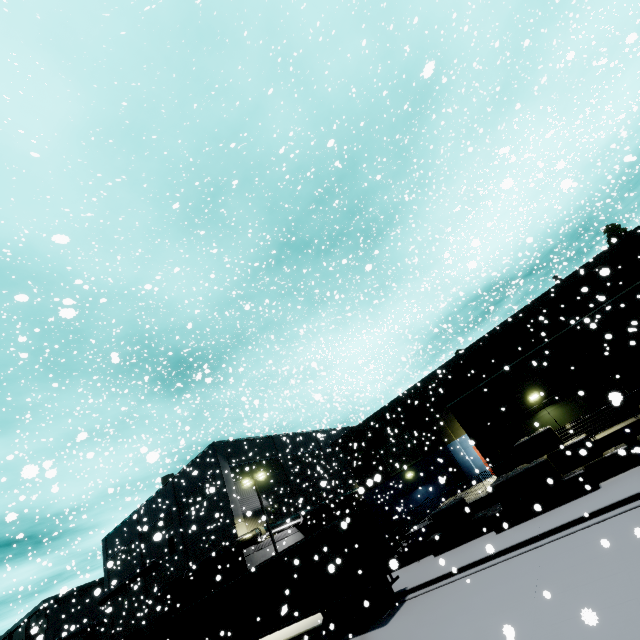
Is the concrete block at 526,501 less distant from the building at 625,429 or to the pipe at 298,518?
the building at 625,429

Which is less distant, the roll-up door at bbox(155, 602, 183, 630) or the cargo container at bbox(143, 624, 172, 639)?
the cargo container at bbox(143, 624, 172, 639)

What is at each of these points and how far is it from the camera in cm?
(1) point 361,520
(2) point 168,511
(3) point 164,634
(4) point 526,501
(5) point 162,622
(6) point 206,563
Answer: (1) semi trailer, 1686
(2) building, 3378
(3) cargo container, 2311
(4) concrete block, 1493
(5) roll-up door, 3119
(6) pipe, 2666

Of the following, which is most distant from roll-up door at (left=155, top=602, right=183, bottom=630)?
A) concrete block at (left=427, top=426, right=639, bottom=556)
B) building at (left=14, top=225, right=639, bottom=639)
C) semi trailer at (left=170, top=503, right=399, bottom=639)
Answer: concrete block at (left=427, top=426, right=639, bottom=556)

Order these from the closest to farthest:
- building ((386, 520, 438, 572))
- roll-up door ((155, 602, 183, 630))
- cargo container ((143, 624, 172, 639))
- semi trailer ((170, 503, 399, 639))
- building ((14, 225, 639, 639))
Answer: semi trailer ((170, 503, 399, 639)) → building ((14, 225, 639, 639)) → building ((386, 520, 438, 572)) → cargo container ((143, 624, 172, 639)) → roll-up door ((155, 602, 183, 630))

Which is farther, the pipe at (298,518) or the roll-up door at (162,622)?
the roll-up door at (162,622)

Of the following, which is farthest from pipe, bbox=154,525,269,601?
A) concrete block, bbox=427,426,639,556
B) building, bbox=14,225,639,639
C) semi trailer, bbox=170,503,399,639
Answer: concrete block, bbox=427,426,639,556

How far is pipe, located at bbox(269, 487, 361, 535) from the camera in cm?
2836
